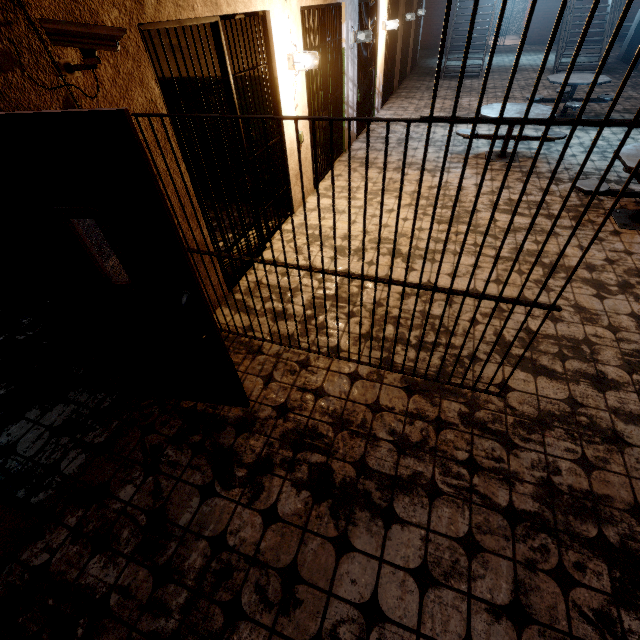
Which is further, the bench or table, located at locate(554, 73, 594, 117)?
table, located at locate(554, 73, 594, 117)

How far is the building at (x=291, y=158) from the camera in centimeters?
446cm

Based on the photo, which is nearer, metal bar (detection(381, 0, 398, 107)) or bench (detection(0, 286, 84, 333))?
bench (detection(0, 286, 84, 333))

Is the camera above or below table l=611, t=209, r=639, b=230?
above

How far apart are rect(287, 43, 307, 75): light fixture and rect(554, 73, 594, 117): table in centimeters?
670cm

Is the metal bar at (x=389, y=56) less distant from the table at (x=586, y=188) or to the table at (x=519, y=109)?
the table at (x=519, y=109)

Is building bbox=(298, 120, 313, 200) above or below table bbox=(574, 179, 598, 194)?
above

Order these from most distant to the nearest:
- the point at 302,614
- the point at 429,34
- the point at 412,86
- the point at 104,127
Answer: the point at 429,34
the point at 412,86
the point at 302,614
the point at 104,127
